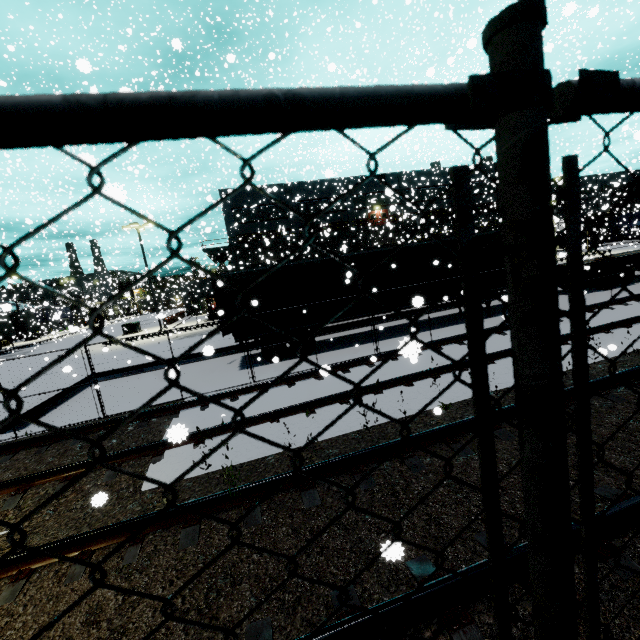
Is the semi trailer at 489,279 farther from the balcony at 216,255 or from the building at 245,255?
the balcony at 216,255

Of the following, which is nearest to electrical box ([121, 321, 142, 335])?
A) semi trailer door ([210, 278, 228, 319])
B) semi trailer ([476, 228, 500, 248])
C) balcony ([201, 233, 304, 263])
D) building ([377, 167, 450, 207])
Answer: semi trailer ([476, 228, 500, 248])

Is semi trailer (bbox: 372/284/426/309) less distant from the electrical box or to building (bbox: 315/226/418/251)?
building (bbox: 315/226/418/251)

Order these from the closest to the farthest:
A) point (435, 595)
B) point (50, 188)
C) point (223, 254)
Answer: point (435, 595)
point (50, 188)
point (223, 254)

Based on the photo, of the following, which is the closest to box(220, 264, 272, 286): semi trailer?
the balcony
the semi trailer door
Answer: the semi trailer door

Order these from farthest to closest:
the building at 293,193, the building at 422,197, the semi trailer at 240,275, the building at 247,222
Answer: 1. the building at 422,197
2. the building at 247,222
3. the building at 293,193
4. the semi trailer at 240,275
